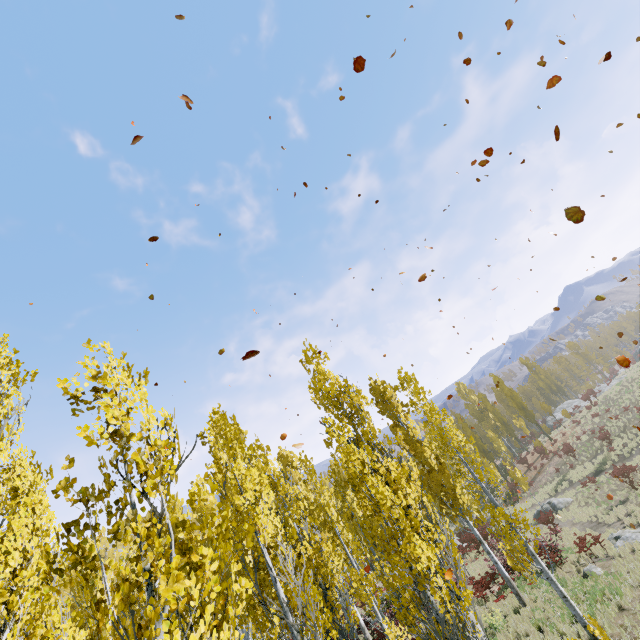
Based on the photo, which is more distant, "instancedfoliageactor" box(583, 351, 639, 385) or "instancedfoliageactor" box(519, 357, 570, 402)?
"instancedfoliageactor" box(519, 357, 570, 402)

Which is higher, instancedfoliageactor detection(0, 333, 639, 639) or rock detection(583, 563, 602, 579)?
instancedfoliageactor detection(0, 333, 639, 639)

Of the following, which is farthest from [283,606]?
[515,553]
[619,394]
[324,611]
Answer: [619,394]

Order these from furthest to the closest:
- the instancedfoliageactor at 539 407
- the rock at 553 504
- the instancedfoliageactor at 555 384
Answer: the instancedfoliageactor at 555 384
the instancedfoliageactor at 539 407
the rock at 553 504

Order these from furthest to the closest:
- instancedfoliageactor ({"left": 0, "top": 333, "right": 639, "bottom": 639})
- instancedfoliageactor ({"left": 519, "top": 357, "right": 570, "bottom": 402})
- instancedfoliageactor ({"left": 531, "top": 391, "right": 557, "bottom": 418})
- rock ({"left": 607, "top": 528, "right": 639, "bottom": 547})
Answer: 1. instancedfoliageactor ({"left": 519, "top": 357, "right": 570, "bottom": 402})
2. instancedfoliageactor ({"left": 531, "top": 391, "right": 557, "bottom": 418})
3. rock ({"left": 607, "top": 528, "right": 639, "bottom": 547})
4. instancedfoliageactor ({"left": 0, "top": 333, "right": 639, "bottom": 639})

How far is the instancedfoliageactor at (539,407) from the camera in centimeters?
4362cm

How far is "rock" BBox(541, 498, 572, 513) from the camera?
27.8m

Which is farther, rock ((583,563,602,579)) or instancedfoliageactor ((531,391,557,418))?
instancedfoliageactor ((531,391,557,418))
